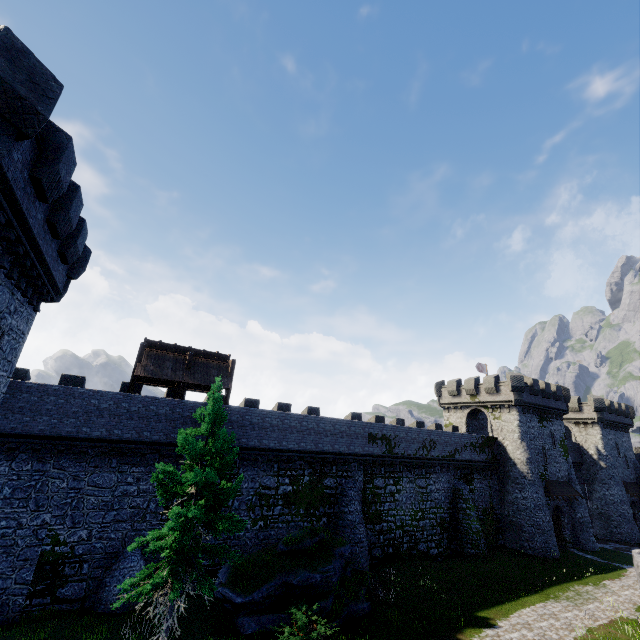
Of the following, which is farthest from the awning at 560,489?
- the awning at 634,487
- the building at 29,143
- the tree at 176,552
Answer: the building at 29,143

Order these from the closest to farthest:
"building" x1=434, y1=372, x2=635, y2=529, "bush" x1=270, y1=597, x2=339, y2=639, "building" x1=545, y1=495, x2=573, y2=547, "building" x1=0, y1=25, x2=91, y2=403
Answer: "building" x1=0, y1=25, x2=91, y2=403 → "bush" x1=270, y1=597, x2=339, y2=639 → "building" x1=545, y1=495, x2=573, y2=547 → "building" x1=434, y1=372, x2=635, y2=529

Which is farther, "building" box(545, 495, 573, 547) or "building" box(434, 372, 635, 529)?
"building" box(434, 372, 635, 529)

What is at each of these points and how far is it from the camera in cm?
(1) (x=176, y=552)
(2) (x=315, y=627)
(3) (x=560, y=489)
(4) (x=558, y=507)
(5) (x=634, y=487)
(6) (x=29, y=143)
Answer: (1) tree, 1209
(2) bush, 1393
(3) awning, 3391
(4) building, 3438
(5) awning, 4328
(6) building, 857

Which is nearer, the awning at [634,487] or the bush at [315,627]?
the bush at [315,627]

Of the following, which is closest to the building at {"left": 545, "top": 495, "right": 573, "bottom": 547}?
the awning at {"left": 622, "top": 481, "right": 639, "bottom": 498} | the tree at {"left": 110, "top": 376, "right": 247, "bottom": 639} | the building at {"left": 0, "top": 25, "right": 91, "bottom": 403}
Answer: the awning at {"left": 622, "top": 481, "right": 639, "bottom": 498}

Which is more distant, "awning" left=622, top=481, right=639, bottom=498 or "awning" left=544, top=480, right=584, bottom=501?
"awning" left=622, top=481, right=639, bottom=498

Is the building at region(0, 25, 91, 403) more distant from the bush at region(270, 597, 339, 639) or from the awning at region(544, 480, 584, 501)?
the awning at region(544, 480, 584, 501)
